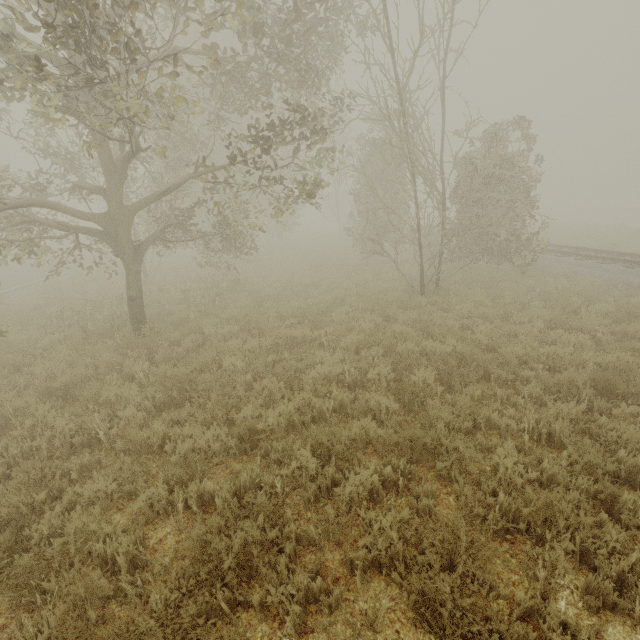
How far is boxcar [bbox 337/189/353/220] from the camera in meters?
49.9 m

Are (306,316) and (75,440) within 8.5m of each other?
yes

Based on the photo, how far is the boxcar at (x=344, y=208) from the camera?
49.9 meters

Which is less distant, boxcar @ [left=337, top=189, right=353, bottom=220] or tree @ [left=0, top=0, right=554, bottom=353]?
tree @ [left=0, top=0, right=554, bottom=353]

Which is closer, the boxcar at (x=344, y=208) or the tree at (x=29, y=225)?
the tree at (x=29, y=225)
